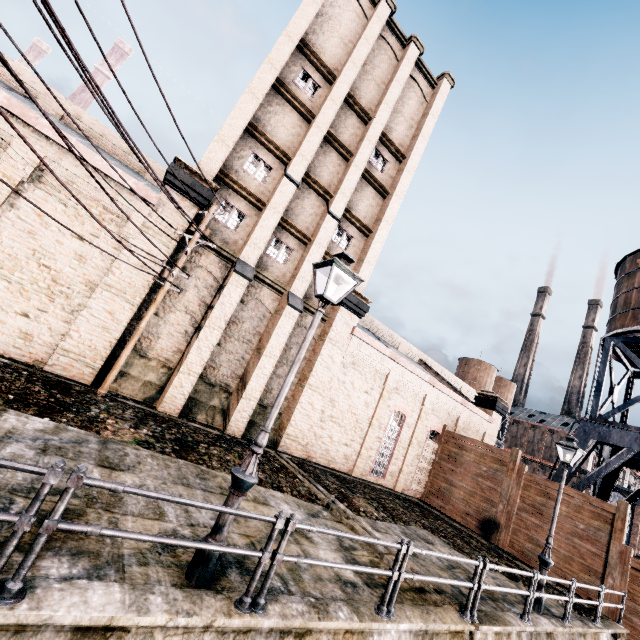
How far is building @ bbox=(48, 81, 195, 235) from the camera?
13.6 meters

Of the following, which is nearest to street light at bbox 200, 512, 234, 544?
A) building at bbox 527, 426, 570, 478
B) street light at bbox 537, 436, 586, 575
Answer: street light at bbox 537, 436, 586, 575

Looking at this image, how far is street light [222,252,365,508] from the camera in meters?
5.1 m

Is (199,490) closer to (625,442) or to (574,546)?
(574,546)

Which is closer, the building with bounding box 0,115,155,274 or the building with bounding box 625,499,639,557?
the building with bounding box 0,115,155,274

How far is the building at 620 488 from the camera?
49.2m

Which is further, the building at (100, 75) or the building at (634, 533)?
the building at (100, 75)

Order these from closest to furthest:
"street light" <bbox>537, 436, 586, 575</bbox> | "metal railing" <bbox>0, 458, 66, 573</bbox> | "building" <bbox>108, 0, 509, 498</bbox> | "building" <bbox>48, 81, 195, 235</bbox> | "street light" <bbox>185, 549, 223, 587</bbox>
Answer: "metal railing" <bbox>0, 458, 66, 573</bbox> < "street light" <bbox>185, 549, 223, 587</bbox> < "street light" <bbox>537, 436, 586, 575</bbox> < "building" <bbox>48, 81, 195, 235</bbox> < "building" <bbox>108, 0, 509, 498</bbox>
